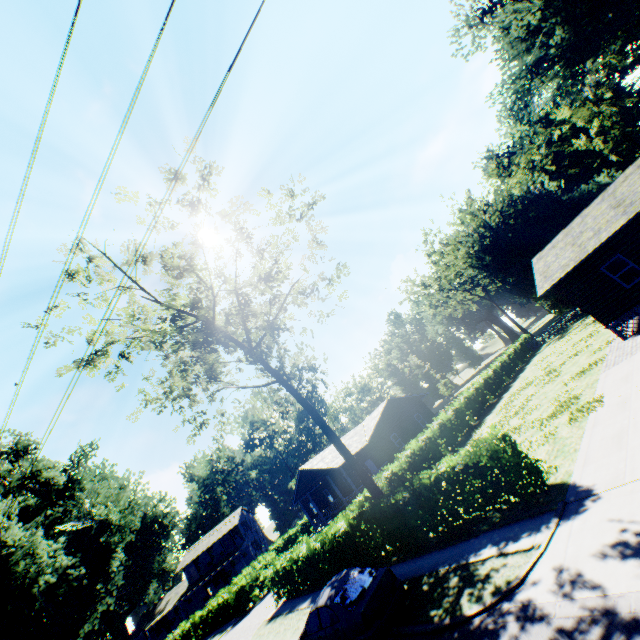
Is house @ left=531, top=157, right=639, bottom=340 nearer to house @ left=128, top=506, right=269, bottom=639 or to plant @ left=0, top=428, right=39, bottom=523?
plant @ left=0, top=428, right=39, bottom=523

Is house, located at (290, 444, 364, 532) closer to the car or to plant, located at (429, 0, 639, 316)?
the car

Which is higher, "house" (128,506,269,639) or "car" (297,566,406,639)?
"house" (128,506,269,639)

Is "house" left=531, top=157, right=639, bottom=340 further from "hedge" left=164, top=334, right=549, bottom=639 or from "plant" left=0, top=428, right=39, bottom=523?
"plant" left=0, top=428, right=39, bottom=523

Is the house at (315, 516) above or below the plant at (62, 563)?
below

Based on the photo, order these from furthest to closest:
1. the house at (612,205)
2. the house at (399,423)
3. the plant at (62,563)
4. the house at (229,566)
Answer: the house at (229,566) < the house at (399,423) < the plant at (62,563) < the house at (612,205)

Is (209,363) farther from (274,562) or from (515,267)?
(515,267)
